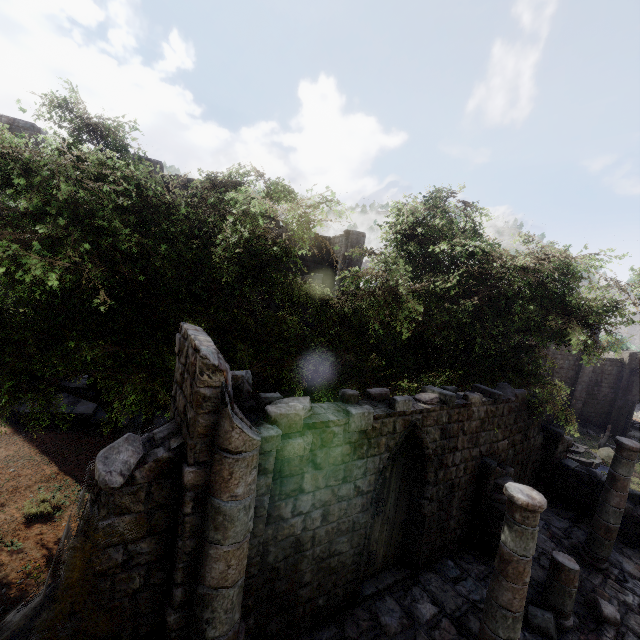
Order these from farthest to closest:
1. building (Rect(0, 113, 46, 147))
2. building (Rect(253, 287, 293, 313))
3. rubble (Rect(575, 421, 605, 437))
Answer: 1. rubble (Rect(575, 421, 605, 437))
2. building (Rect(253, 287, 293, 313))
3. building (Rect(0, 113, 46, 147))

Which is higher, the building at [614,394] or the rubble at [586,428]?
the building at [614,394]

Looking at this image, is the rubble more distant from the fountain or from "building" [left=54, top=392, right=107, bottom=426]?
the fountain

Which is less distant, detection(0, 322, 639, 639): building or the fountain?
detection(0, 322, 639, 639): building

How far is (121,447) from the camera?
4.15m

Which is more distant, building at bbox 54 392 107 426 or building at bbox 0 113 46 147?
building at bbox 54 392 107 426

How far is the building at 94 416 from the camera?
14.4m
